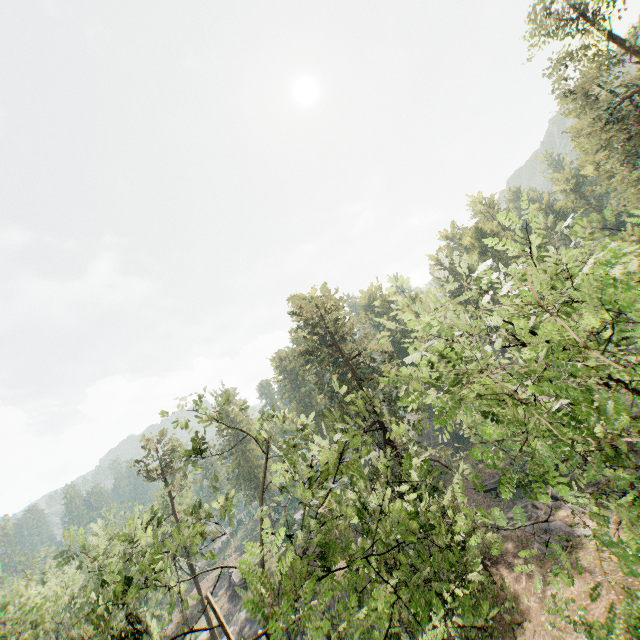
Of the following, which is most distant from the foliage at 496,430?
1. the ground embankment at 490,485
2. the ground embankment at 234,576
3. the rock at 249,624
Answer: the ground embankment at 234,576

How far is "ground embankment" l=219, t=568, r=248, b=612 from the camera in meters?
44.1 m

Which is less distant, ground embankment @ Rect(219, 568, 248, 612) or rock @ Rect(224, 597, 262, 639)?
rock @ Rect(224, 597, 262, 639)

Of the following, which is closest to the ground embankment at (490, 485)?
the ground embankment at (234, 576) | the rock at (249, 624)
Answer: the rock at (249, 624)

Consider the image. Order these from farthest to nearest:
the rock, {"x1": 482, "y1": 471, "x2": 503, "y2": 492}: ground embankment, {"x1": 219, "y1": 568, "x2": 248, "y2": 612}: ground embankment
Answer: {"x1": 219, "y1": 568, "x2": 248, "y2": 612}: ground embankment, {"x1": 482, "y1": 471, "x2": 503, "y2": 492}: ground embankment, the rock

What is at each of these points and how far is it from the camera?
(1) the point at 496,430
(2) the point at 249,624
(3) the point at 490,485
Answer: (1) foliage, 4.3m
(2) rock, 34.1m
(3) ground embankment, 34.8m

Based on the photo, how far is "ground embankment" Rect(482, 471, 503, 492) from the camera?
34.6m

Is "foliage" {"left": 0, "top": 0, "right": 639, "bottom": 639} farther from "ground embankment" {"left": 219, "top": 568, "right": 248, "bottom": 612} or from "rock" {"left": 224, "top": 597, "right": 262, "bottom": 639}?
"ground embankment" {"left": 219, "top": 568, "right": 248, "bottom": 612}
